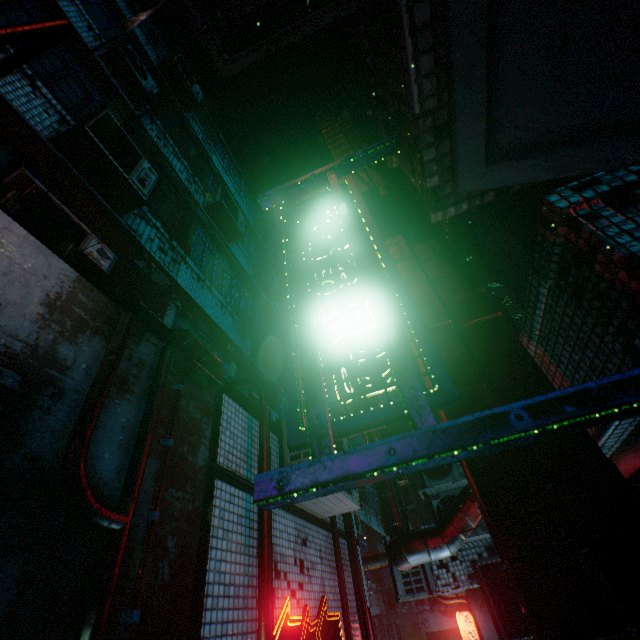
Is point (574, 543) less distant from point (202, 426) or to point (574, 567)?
point (574, 567)

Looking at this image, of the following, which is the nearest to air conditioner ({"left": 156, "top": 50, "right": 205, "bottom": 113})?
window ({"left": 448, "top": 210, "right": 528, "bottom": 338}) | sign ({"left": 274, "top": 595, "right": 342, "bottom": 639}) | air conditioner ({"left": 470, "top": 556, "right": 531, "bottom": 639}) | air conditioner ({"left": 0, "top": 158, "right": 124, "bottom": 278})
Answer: air conditioner ({"left": 0, "top": 158, "right": 124, "bottom": 278})

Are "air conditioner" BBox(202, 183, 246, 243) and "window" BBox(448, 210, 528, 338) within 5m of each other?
no

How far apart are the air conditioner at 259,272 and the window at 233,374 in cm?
346

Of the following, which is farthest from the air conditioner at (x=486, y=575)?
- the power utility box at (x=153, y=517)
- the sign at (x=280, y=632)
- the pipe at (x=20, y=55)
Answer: the pipe at (x=20, y=55)

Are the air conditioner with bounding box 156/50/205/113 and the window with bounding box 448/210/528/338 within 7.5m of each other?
no

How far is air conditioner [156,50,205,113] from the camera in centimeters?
827cm

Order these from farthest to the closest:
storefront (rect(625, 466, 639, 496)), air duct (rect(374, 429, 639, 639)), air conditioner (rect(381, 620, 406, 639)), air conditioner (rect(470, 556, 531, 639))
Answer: air conditioner (rect(381, 620, 406, 639)) → air conditioner (rect(470, 556, 531, 639)) → storefront (rect(625, 466, 639, 496)) → air duct (rect(374, 429, 639, 639))
